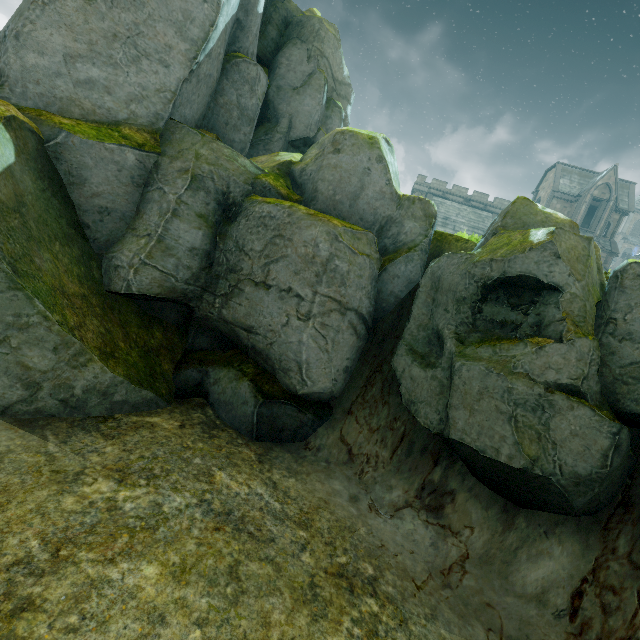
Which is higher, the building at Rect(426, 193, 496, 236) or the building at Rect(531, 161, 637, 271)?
the building at Rect(531, 161, 637, 271)

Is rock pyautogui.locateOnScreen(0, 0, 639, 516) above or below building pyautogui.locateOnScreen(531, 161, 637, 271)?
below

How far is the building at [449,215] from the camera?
42.7 meters

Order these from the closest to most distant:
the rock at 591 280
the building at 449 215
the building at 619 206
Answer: the rock at 591 280, the building at 619 206, the building at 449 215

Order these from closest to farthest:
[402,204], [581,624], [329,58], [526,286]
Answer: [581,624]
[526,286]
[402,204]
[329,58]

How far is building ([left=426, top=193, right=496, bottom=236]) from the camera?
42.7 meters

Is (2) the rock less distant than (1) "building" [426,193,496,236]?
Yes

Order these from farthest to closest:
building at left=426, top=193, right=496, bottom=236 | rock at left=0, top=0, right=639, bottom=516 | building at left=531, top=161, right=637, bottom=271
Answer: building at left=426, top=193, right=496, bottom=236
building at left=531, top=161, right=637, bottom=271
rock at left=0, top=0, right=639, bottom=516
